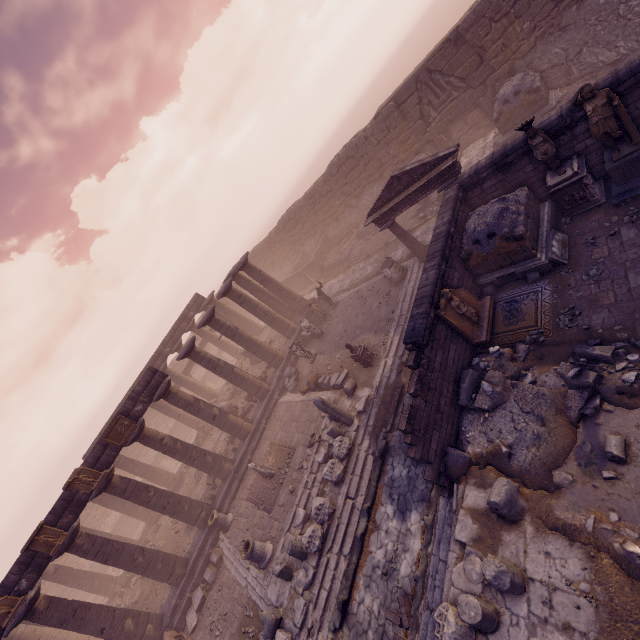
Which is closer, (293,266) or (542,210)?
(542,210)

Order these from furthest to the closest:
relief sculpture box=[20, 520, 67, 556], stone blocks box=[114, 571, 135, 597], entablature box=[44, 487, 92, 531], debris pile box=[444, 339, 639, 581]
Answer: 1. stone blocks box=[114, 571, 135, 597]
2. entablature box=[44, 487, 92, 531]
3. relief sculpture box=[20, 520, 67, 556]
4. debris pile box=[444, 339, 639, 581]

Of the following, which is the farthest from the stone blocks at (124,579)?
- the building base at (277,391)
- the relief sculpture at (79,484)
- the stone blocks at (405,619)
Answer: the stone blocks at (405,619)

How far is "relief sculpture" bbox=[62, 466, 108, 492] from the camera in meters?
13.5

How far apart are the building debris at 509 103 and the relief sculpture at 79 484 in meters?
23.8 m

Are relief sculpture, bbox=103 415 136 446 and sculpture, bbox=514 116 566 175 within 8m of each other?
no

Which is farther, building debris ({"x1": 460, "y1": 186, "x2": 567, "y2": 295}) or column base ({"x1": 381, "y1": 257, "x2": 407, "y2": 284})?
column base ({"x1": 381, "y1": 257, "x2": 407, "y2": 284})

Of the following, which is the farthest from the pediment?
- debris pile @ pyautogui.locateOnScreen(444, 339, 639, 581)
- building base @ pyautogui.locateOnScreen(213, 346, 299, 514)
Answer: building base @ pyautogui.locateOnScreen(213, 346, 299, 514)
